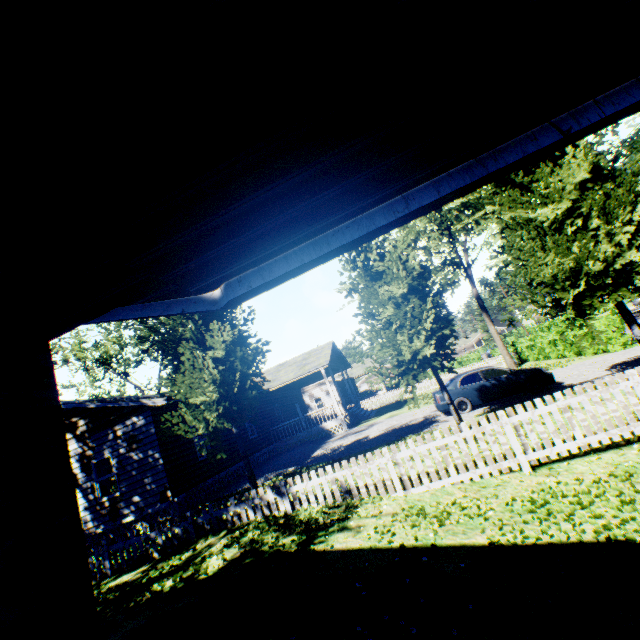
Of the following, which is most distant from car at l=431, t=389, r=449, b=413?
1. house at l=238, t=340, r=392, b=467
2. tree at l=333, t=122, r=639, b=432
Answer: house at l=238, t=340, r=392, b=467

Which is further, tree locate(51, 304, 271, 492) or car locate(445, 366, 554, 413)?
car locate(445, 366, 554, 413)

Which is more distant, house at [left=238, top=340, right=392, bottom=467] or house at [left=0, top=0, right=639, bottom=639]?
house at [left=238, top=340, right=392, bottom=467]

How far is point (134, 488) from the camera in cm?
1212

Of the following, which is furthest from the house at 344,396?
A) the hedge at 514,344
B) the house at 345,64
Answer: the hedge at 514,344

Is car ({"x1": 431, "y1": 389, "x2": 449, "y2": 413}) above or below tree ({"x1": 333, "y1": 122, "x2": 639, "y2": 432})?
below

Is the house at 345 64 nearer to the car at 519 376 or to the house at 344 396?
the house at 344 396
